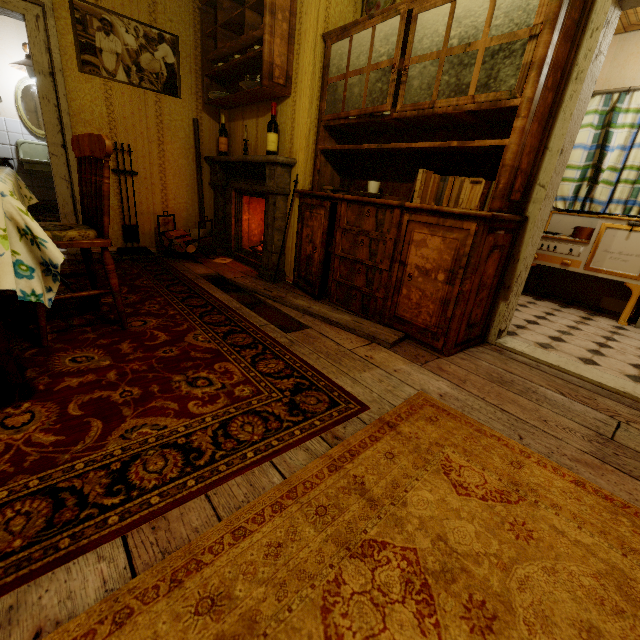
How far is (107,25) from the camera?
3.2 meters

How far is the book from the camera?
2.2 meters

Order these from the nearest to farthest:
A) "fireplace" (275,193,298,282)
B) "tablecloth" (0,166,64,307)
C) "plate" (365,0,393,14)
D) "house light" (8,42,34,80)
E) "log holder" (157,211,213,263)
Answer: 1. "tablecloth" (0,166,64,307)
2. "plate" (365,0,393,14)
3. "fireplace" (275,193,298,282)
4. "log holder" (157,211,213,263)
5. "house light" (8,42,34,80)

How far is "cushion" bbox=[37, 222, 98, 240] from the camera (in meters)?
1.68

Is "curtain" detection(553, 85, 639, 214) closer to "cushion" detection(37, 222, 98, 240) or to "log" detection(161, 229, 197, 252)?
"log" detection(161, 229, 197, 252)

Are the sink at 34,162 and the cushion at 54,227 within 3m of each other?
no

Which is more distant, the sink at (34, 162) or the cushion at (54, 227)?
the sink at (34, 162)

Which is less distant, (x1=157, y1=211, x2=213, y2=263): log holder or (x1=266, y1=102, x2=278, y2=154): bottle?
(x1=266, y1=102, x2=278, y2=154): bottle
